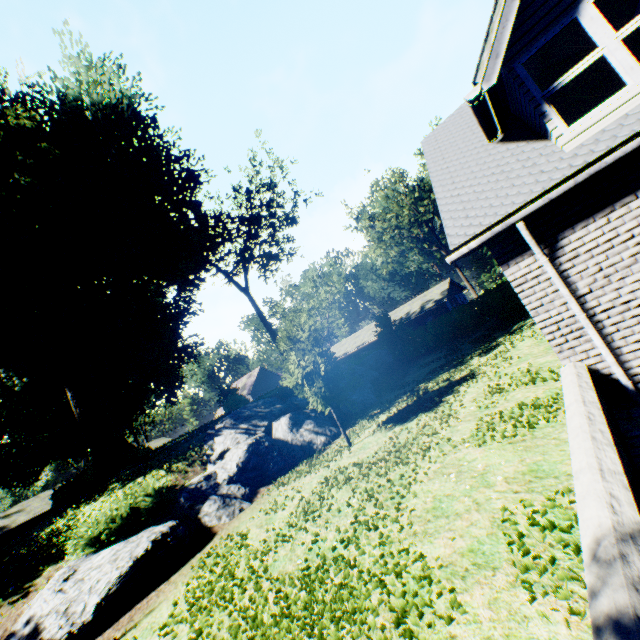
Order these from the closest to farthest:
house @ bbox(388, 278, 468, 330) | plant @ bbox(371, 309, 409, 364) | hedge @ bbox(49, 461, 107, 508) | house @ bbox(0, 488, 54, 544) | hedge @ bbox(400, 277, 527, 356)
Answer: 1. hedge @ bbox(49, 461, 107, 508)
2. hedge @ bbox(400, 277, 527, 356)
3. plant @ bbox(371, 309, 409, 364)
4. house @ bbox(0, 488, 54, 544)
5. house @ bbox(388, 278, 468, 330)

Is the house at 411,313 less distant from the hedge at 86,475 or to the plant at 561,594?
the plant at 561,594

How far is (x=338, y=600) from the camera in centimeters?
416cm

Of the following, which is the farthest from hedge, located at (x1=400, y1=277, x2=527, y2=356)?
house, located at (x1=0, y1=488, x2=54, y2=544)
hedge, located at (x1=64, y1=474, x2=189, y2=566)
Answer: hedge, located at (x1=64, y1=474, x2=189, y2=566)

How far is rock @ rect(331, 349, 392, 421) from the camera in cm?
1689

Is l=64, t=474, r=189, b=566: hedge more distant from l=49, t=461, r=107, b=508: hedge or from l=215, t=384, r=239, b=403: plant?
l=49, t=461, r=107, b=508: hedge

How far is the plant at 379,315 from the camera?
27.3 meters

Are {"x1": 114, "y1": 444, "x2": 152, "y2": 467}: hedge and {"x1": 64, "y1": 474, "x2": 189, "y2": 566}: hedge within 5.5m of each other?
no
